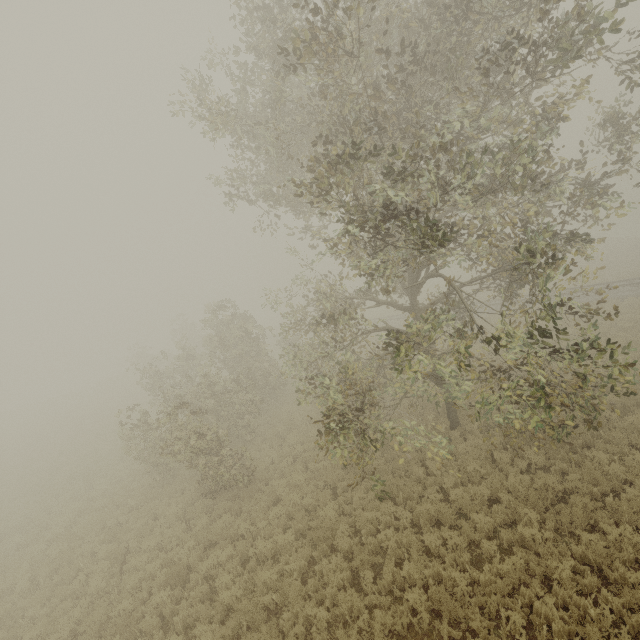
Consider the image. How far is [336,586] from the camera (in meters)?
8.30

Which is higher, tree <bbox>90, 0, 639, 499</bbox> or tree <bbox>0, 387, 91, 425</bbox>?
tree <bbox>90, 0, 639, 499</bbox>

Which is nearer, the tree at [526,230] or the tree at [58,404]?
the tree at [526,230]

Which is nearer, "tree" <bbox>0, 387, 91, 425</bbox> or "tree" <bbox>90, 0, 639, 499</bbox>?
"tree" <bbox>90, 0, 639, 499</bbox>

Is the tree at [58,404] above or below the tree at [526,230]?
below
